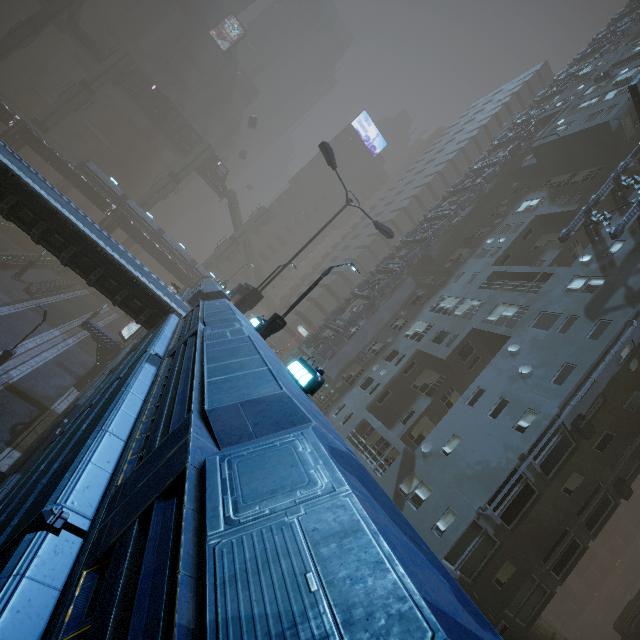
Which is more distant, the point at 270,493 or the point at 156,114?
the point at 156,114

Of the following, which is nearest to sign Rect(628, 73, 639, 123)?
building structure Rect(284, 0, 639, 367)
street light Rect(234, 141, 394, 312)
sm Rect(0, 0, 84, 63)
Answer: building structure Rect(284, 0, 639, 367)

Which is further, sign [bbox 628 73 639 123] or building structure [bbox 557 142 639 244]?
sign [bbox 628 73 639 123]

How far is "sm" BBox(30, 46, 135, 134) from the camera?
47.6m

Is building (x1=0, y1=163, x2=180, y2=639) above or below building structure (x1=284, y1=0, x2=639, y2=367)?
below

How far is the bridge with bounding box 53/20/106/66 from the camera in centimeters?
4891cm

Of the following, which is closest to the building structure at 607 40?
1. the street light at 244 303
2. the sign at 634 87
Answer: the street light at 244 303

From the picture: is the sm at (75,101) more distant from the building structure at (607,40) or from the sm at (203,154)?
the building structure at (607,40)
